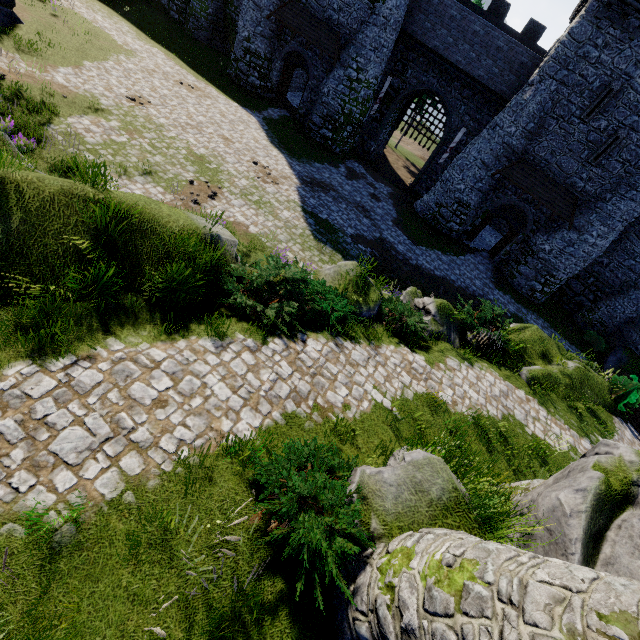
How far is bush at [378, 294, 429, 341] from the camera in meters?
10.6

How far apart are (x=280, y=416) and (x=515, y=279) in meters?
24.1 m

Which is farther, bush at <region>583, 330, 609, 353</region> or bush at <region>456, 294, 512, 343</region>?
bush at <region>583, 330, 609, 353</region>

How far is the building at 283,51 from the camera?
23.7 meters

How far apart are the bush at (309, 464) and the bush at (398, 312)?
5.2 meters

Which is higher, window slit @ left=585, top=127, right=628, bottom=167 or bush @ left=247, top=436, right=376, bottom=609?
window slit @ left=585, top=127, right=628, bottom=167

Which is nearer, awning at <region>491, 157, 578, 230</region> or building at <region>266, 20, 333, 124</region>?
awning at <region>491, 157, 578, 230</region>

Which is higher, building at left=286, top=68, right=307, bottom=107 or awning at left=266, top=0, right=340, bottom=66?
awning at left=266, top=0, right=340, bottom=66
